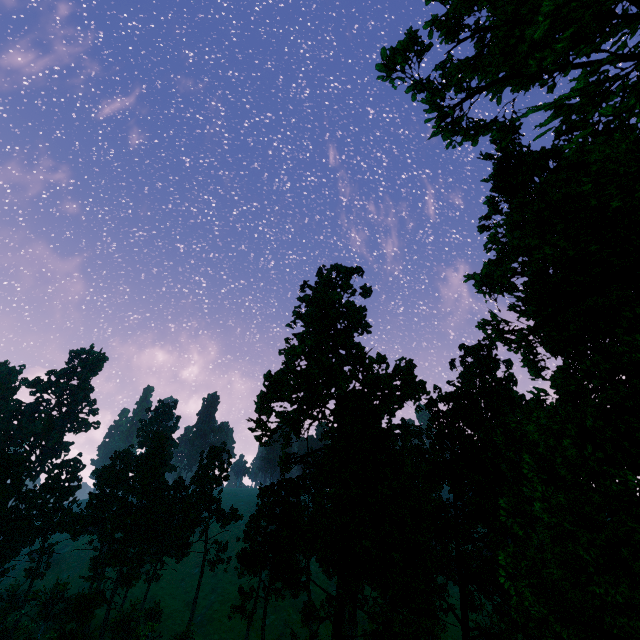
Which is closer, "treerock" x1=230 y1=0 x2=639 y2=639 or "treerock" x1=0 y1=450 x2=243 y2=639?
"treerock" x1=230 y1=0 x2=639 y2=639

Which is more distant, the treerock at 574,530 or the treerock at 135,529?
the treerock at 135,529

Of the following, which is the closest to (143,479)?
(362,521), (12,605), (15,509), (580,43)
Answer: (15,509)
